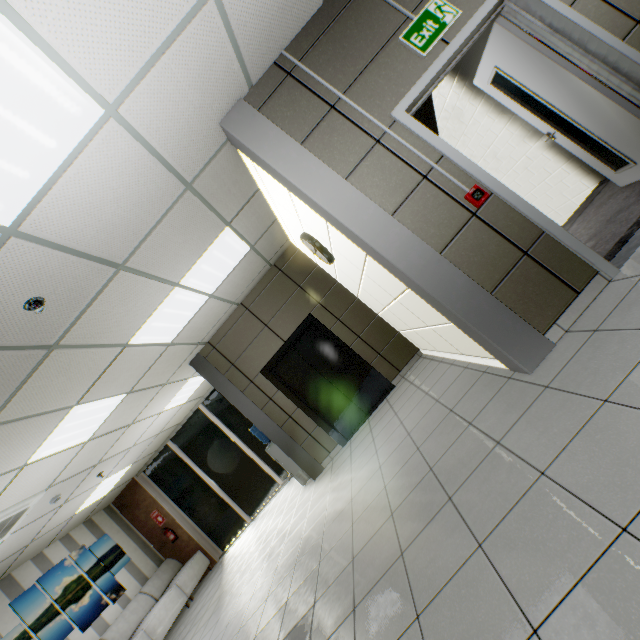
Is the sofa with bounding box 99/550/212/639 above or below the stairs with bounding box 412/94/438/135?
below

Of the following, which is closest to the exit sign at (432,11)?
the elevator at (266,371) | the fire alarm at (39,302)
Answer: the fire alarm at (39,302)

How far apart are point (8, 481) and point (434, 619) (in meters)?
5.12

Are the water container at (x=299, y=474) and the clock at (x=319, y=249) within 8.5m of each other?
yes

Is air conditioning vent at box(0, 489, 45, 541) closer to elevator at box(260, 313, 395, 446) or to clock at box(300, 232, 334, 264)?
elevator at box(260, 313, 395, 446)

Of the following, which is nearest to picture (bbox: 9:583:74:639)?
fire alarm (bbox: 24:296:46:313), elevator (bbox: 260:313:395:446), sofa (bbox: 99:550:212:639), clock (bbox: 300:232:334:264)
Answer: sofa (bbox: 99:550:212:639)

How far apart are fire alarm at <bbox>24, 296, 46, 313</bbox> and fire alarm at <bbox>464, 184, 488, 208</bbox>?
3.49m

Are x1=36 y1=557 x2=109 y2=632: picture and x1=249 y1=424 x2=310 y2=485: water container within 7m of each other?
yes
